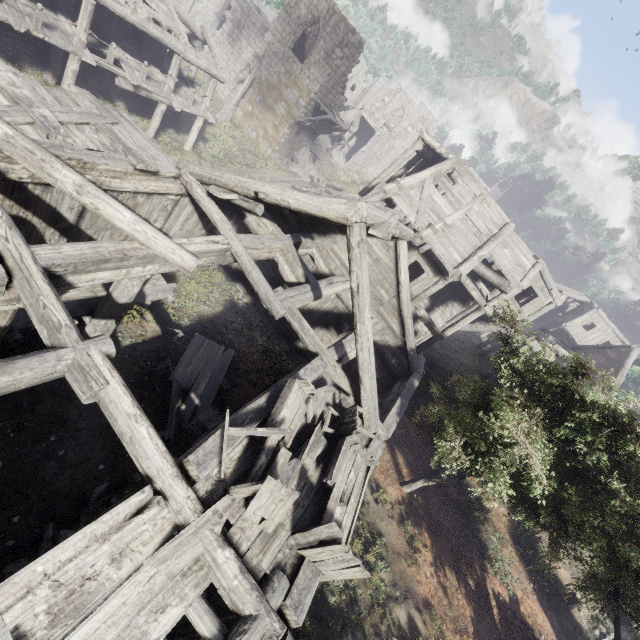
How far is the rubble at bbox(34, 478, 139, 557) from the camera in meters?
5.9

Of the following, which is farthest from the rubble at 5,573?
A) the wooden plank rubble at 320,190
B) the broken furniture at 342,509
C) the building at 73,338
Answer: the wooden plank rubble at 320,190

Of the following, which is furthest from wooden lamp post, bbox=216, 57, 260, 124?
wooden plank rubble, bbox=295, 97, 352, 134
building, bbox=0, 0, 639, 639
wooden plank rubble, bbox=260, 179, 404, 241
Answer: wooden plank rubble, bbox=260, 179, 404, 241

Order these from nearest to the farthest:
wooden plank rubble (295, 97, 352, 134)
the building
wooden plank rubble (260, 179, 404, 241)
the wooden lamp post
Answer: the building, wooden plank rubble (260, 179, 404, 241), the wooden lamp post, wooden plank rubble (295, 97, 352, 134)

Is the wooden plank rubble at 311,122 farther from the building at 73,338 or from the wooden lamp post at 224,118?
the wooden lamp post at 224,118

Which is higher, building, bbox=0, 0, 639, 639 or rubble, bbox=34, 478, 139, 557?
building, bbox=0, 0, 639, 639

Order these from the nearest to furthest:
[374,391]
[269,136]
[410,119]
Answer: [374,391], [269,136], [410,119]

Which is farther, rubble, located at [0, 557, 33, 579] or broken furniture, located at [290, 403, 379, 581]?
rubble, located at [0, 557, 33, 579]
